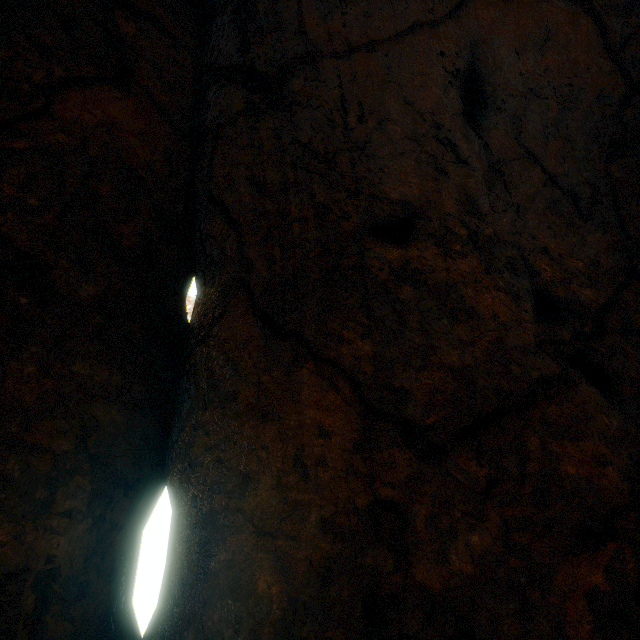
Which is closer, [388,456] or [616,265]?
[388,456]
